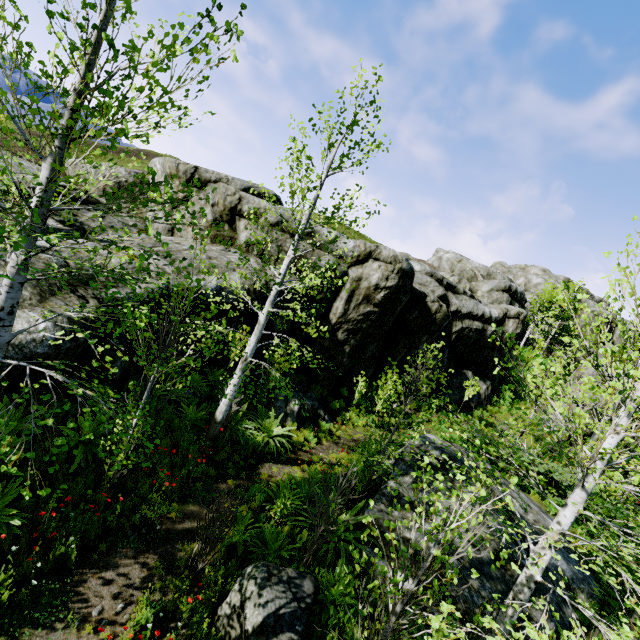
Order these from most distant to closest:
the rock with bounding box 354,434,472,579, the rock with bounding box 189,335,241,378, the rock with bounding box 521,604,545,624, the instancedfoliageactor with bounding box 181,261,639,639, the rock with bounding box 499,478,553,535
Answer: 1. the rock with bounding box 189,335,241,378
2. the rock with bounding box 499,478,553,535
3. the rock with bounding box 354,434,472,579
4. the rock with bounding box 521,604,545,624
5. the instancedfoliageactor with bounding box 181,261,639,639

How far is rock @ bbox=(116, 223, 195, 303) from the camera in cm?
921

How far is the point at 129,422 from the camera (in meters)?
4.23

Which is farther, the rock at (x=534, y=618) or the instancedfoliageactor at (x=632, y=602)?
the rock at (x=534, y=618)

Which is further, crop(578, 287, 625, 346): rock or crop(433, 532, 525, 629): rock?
crop(578, 287, 625, 346): rock

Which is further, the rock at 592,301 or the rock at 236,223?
the rock at 592,301
